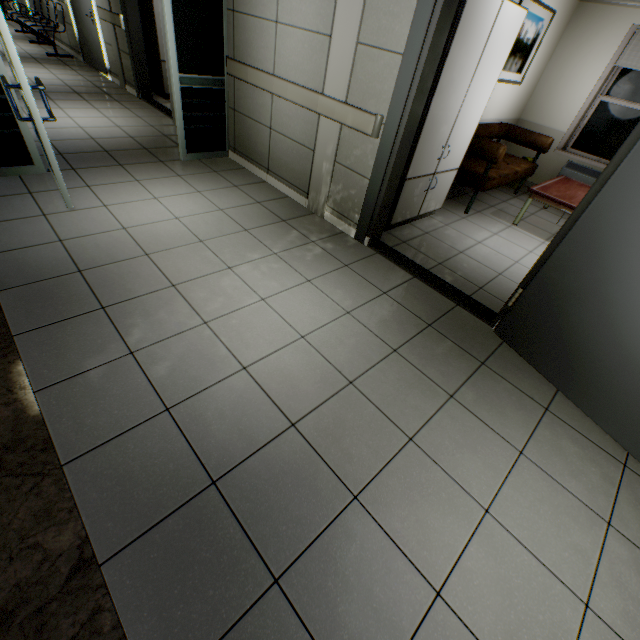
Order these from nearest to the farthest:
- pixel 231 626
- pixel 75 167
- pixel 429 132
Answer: pixel 231 626, pixel 429 132, pixel 75 167

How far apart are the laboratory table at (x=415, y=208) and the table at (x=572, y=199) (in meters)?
1.19

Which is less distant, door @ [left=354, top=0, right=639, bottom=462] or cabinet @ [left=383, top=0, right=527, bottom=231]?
door @ [left=354, top=0, right=639, bottom=462]

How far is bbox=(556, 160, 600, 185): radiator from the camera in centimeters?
560cm

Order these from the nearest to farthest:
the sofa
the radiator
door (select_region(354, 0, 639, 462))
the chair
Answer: door (select_region(354, 0, 639, 462))
the sofa
the radiator
the chair

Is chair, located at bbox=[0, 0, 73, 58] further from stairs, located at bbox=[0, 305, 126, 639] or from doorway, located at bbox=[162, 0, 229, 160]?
stairs, located at bbox=[0, 305, 126, 639]

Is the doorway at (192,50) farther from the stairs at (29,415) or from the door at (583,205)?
the door at (583,205)

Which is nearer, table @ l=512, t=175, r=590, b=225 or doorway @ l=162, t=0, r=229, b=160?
doorway @ l=162, t=0, r=229, b=160
